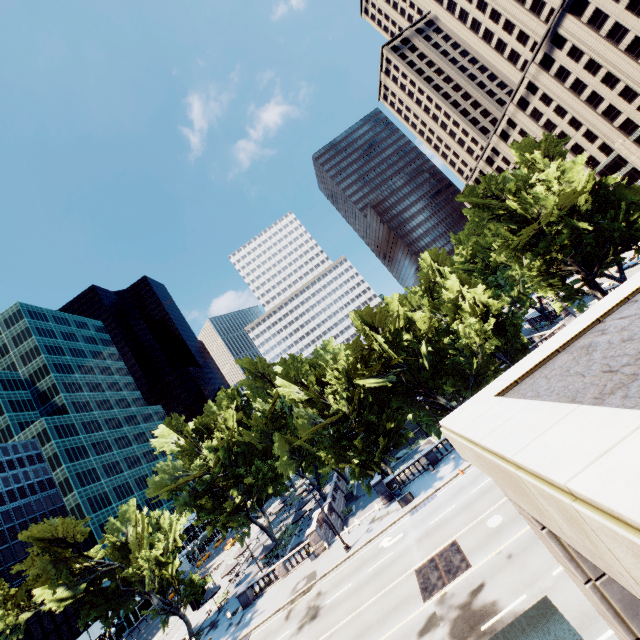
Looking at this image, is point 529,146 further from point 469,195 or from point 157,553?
point 157,553

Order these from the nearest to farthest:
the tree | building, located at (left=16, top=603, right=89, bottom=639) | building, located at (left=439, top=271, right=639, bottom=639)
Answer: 1. building, located at (left=439, top=271, right=639, bottom=639)
2. the tree
3. building, located at (left=16, top=603, right=89, bottom=639)

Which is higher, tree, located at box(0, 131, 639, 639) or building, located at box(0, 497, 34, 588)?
building, located at box(0, 497, 34, 588)

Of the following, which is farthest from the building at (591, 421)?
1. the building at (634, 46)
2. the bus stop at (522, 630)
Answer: the building at (634, 46)

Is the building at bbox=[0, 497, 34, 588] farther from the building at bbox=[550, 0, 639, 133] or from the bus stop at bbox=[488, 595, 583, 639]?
the building at bbox=[550, 0, 639, 133]

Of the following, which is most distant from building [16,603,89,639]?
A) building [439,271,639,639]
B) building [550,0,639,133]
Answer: building [550,0,639,133]

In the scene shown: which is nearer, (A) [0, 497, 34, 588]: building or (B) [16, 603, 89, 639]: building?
(B) [16, 603, 89, 639]: building

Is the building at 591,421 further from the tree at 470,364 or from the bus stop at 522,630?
the tree at 470,364
